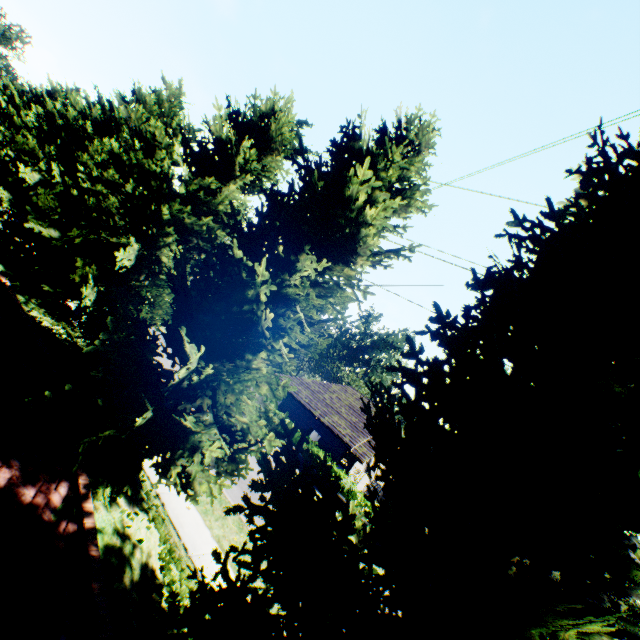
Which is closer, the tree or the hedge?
the tree

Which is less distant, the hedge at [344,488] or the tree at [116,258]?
the tree at [116,258]

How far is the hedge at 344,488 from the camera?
20.4 meters

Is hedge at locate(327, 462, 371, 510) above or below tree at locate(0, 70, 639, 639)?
below

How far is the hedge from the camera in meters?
20.4 m

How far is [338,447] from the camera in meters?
25.1 m
